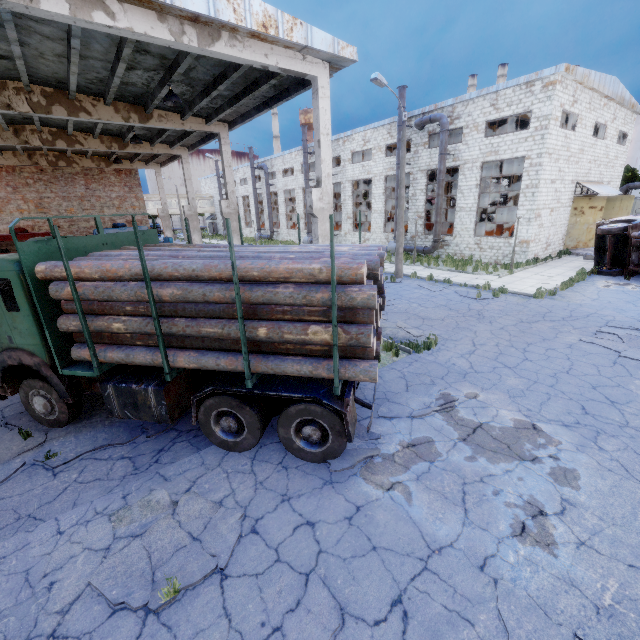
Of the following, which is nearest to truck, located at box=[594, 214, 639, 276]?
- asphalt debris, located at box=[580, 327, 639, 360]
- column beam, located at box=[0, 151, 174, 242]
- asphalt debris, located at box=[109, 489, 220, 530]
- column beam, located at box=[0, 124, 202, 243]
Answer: asphalt debris, located at box=[580, 327, 639, 360]

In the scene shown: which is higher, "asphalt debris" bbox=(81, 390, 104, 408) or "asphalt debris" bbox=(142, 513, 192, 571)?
"asphalt debris" bbox=(81, 390, 104, 408)

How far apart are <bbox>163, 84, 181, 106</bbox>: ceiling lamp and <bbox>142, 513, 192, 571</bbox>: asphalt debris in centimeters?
1023cm

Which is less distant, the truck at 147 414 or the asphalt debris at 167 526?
the asphalt debris at 167 526

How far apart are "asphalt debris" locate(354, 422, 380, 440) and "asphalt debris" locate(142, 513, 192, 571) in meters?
1.5 m

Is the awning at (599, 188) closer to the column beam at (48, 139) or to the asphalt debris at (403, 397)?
the asphalt debris at (403, 397)

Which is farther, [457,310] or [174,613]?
[457,310]

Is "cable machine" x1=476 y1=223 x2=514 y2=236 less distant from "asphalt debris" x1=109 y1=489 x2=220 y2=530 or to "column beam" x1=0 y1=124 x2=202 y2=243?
"column beam" x1=0 y1=124 x2=202 y2=243
